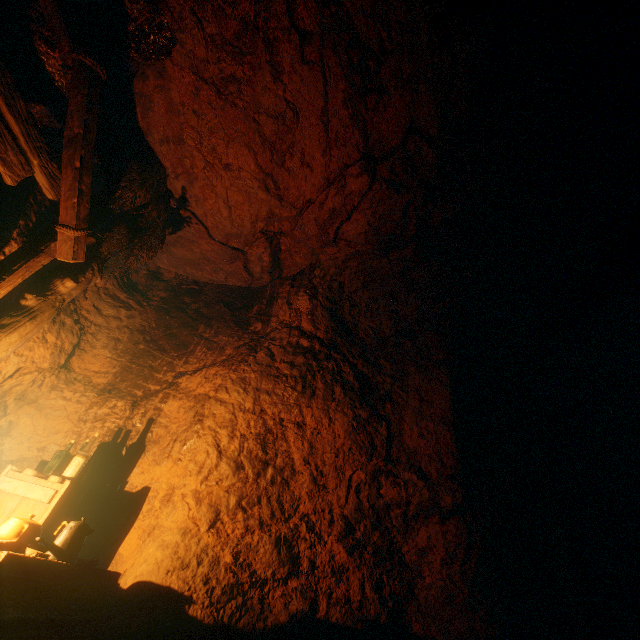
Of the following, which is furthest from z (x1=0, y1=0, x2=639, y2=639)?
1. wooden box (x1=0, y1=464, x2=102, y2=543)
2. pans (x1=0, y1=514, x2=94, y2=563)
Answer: pans (x1=0, y1=514, x2=94, y2=563)

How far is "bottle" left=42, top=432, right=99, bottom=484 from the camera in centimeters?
305cm

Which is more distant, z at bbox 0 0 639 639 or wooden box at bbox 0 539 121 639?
z at bbox 0 0 639 639

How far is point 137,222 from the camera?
4.1m

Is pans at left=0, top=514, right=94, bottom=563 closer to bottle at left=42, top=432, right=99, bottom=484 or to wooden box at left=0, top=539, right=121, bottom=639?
wooden box at left=0, top=539, right=121, bottom=639

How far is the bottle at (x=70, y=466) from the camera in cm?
305

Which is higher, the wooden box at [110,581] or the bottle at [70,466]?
the bottle at [70,466]
